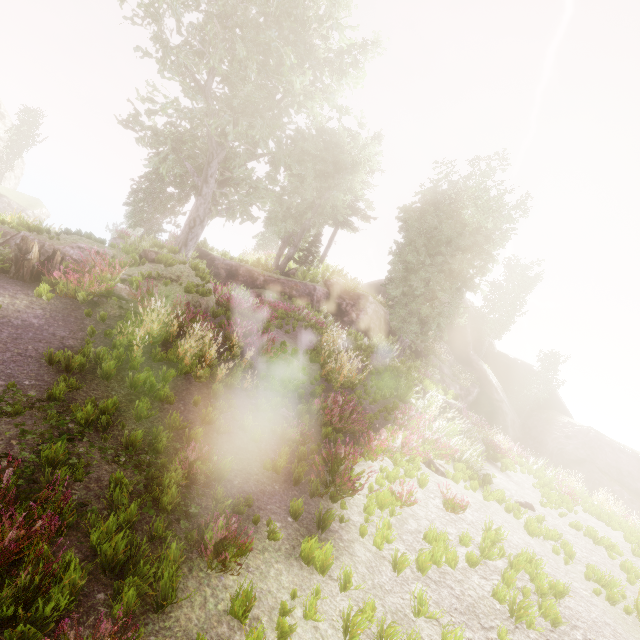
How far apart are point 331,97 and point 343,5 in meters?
5.1 m

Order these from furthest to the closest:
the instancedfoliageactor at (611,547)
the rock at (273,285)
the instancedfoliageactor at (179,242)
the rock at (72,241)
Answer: the rock at (273,285) → the rock at (72,241) → the instancedfoliageactor at (611,547) → the instancedfoliageactor at (179,242)

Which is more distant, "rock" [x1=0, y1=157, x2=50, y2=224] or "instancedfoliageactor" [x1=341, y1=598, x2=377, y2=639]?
"rock" [x1=0, y1=157, x2=50, y2=224]

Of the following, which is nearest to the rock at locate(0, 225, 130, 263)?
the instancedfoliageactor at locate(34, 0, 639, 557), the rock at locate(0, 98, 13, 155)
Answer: the instancedfoliageactor at locate(34, 0, 639, 557)

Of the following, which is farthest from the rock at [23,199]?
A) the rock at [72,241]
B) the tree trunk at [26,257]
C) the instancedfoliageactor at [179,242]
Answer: the tree trunk at [26,257]

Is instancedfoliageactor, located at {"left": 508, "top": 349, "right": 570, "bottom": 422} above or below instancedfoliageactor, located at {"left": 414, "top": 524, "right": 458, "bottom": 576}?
above
